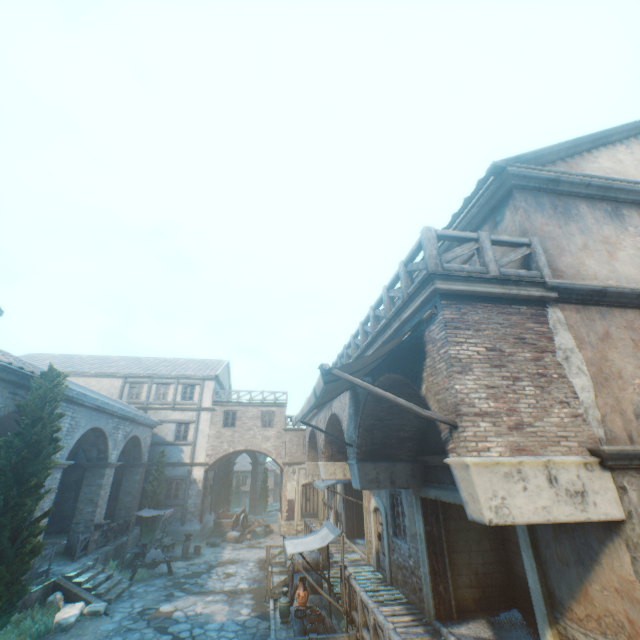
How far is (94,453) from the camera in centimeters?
1645cm

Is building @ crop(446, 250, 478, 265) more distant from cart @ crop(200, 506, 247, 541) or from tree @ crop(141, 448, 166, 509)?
cart @ crop(200, 506, 247, 541)

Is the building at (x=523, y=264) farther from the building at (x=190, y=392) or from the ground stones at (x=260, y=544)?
the ground stones at (x=260, y=544)

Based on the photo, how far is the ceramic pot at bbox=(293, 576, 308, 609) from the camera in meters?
9.7 m

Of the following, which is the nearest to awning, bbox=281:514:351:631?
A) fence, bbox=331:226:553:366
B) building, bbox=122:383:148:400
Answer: fence, bbox=331:226:553:366

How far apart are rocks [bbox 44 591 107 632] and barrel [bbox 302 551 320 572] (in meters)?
6.51

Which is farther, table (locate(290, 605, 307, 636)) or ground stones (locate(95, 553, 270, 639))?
ground stones (locate(95, 553, 270, 639))

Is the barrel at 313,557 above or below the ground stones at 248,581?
above
